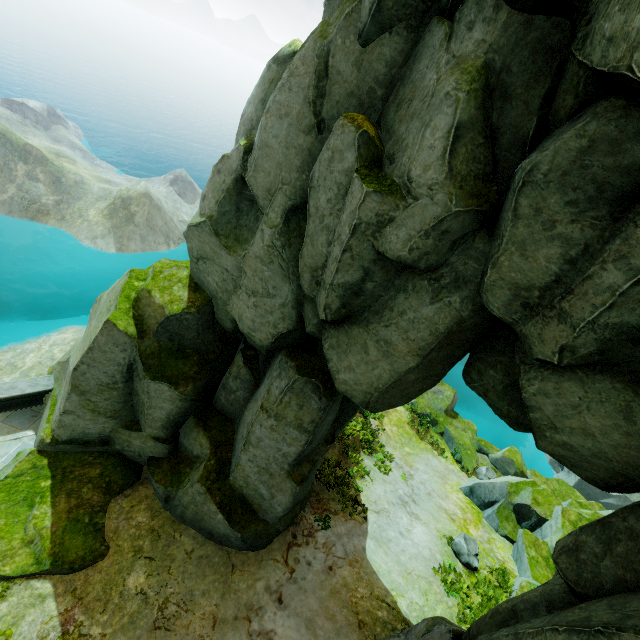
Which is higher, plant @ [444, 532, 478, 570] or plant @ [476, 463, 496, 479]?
plant @ [444, 532, 478, 570]

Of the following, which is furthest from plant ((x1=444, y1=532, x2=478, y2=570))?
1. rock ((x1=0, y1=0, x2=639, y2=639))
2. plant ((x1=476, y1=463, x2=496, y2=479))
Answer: A: plant ((x1=476, y1=463, x2=496, y2=479))

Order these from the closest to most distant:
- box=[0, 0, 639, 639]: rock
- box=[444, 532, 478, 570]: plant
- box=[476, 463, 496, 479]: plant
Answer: box=[0, 0, 639, 639]: rock
box=[444, 532, 478, 570]: plant
box=[476, 463, 496, 479]: plant

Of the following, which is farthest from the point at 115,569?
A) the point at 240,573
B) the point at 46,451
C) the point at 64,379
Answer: the point at 64,379

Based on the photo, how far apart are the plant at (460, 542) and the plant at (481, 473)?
9.82m

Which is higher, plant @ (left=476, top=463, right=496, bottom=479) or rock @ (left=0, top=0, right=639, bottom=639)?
rock @ (left=0, top=0, right=639, bottom=639)

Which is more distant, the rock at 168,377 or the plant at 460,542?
the plant at 460,542
